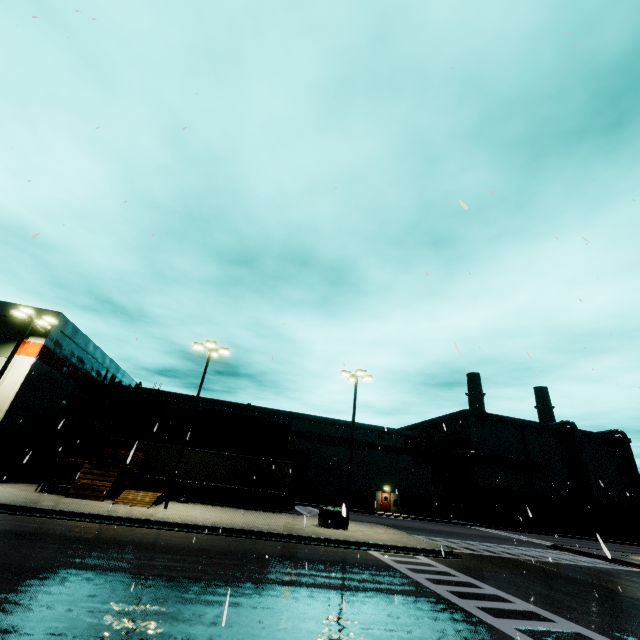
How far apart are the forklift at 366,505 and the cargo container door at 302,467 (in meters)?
11.47

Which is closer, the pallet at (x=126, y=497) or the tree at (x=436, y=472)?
the pallet at (x=126, y=497)

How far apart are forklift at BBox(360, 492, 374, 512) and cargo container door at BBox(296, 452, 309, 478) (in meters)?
11.47

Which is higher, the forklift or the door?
the door

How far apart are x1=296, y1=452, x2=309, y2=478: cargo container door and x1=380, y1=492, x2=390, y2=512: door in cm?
1524

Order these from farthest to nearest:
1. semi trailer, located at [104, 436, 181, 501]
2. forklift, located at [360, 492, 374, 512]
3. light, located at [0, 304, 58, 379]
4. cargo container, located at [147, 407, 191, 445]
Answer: forklift, located at [360, 492, 374, 512] < cargo container, located at [147, 407, 191, 445] < semi trailer, located at [104, 436, 181, 501] < light, located at [0, 304, 58, 379]

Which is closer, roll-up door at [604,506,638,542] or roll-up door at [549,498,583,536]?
roll-up door at [549,498,583,536]

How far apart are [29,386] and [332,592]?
23.51m
